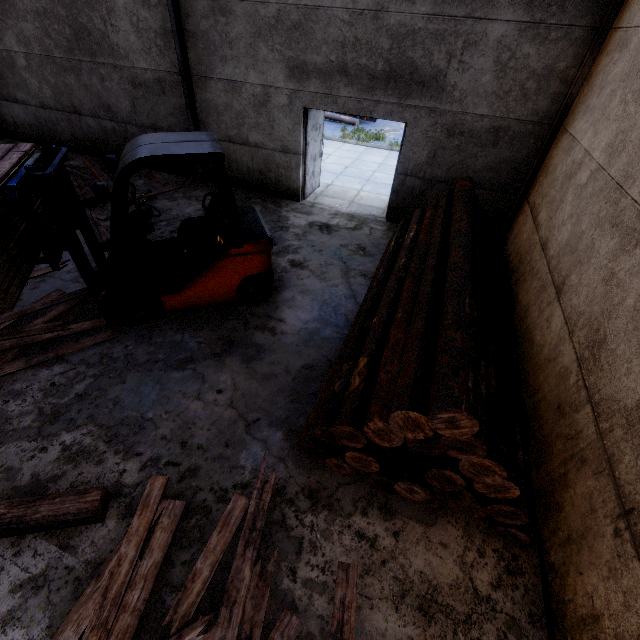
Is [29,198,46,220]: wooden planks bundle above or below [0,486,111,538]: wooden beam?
above

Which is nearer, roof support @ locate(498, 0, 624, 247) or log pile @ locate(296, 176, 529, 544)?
log pile @ locate(296, 176, 529, 544)

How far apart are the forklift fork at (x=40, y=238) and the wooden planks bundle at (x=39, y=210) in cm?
5

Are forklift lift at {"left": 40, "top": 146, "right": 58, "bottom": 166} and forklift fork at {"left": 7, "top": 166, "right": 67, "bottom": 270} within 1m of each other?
yes

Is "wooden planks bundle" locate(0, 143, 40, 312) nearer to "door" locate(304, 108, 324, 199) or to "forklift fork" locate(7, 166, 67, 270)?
"forklift fork" locate(7, 166, 67, 270)

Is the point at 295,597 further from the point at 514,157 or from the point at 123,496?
the point at 514,157

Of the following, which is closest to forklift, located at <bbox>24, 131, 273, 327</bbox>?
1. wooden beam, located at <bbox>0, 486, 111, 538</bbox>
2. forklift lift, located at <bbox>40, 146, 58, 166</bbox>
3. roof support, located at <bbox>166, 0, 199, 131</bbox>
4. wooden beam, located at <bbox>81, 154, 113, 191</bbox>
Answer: forklift lift, located at <bbox>40, 146, 58, 166</bbox>

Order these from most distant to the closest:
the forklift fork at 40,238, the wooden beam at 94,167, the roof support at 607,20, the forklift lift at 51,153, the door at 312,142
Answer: the wooden beam at 94,167, the door at 312,142, the roof support at 607,20, the forklift lift at 51,153, the forklift fork at 40,238
